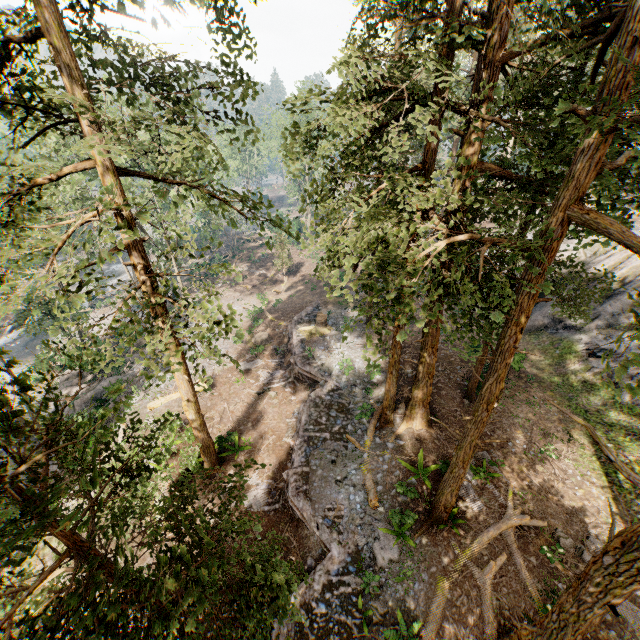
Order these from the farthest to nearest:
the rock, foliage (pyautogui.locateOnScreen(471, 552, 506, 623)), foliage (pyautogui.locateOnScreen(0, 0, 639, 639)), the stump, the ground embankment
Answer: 1. the stump
2. the rock
3. the ground embankment
4. foliage (pyautogui.locateOnScreen(471, 552, 506, 623))
5. foliage (pyautogui.locateOnScreen(0, 0, 639, 639))

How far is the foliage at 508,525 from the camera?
12.31m

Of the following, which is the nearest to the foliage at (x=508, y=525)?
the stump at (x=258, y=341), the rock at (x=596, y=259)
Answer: the rock at (x=596, y=259)

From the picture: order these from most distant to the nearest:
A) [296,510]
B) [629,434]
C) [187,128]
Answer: [629,434] < [296,510] < [187,128]

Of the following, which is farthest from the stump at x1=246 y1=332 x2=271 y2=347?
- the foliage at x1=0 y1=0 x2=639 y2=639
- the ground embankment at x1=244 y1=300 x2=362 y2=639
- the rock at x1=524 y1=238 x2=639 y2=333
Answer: the rock at x1=524 y1=238 x2=639 y2=333

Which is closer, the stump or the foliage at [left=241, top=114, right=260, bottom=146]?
the foliage at [left=241, top=114, right=260, bottom=146]

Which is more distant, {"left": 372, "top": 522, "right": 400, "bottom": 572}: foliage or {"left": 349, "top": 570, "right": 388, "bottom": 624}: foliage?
{"left": 372, "top": 522, "right": 400, "bottom": 572}: foliage

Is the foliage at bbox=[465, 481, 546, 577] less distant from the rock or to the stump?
the rock
